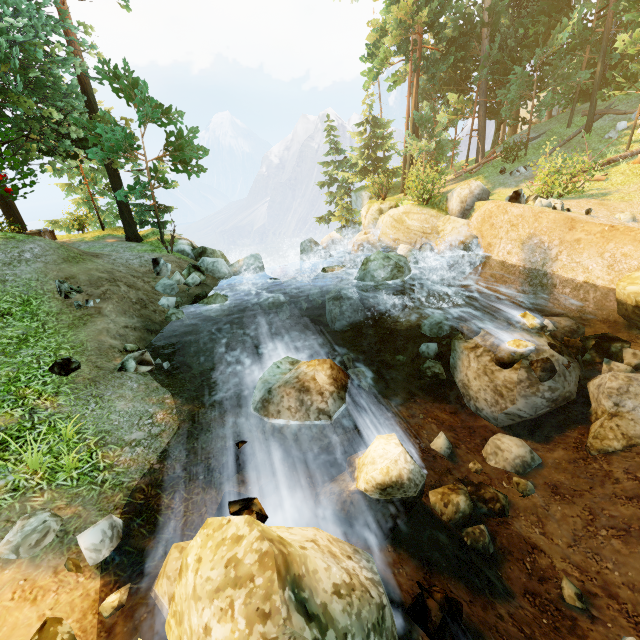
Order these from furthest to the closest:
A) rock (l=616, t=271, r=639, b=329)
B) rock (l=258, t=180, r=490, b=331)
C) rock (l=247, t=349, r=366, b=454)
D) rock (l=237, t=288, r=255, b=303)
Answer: rock (l=237, t=288, r=255, b=303)
rock (l=258, t=180, r=490, b=331)
rock (l=616, t=271, r=639, b=329)
rock (l=247, t=349, r=366, b=454)

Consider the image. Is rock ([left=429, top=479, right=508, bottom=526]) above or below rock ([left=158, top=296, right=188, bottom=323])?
below

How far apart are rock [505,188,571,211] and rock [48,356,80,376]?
16.2m

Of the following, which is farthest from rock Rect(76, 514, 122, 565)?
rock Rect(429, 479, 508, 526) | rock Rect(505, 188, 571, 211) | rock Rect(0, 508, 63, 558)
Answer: rock Rect(505, 188, 571, 211)

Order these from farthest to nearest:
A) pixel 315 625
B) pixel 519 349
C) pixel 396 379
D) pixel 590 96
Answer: pixel 590 96, pixel 396 379, pixel 519 349, pixel 315 625

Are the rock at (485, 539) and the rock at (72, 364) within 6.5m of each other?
no

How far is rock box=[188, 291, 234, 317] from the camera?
11.9 meters

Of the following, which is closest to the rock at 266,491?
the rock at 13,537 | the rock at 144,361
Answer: the rock at 13,537
